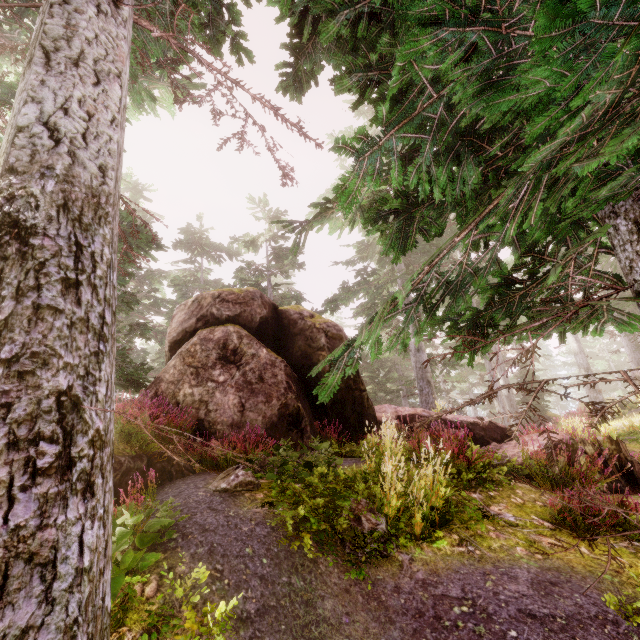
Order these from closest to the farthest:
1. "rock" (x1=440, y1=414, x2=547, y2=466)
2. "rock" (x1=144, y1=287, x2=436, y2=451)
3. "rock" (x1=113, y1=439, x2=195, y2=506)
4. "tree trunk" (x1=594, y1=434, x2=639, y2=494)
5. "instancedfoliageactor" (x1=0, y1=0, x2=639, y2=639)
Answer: "instancedfoliageactor" (x1=0, y1=0, x2=639, y2=639) < "rock" (x1=113, y1=439, x2=195, y2=506) < "rock" (x1=144, y1=287, x2=436, y2=451) < "tree trunk" (x1=594, y1=434, x2=639, y2=494) < "rock" (x1=440, y1=414, x2=547, y2=466)

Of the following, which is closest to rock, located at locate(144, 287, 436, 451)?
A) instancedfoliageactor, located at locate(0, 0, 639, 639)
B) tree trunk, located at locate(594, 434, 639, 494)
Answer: instancedfoliageactor, located at locate(0, 0, 639, 639)

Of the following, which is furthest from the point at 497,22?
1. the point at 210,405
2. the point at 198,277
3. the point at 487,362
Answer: the point at 198,277

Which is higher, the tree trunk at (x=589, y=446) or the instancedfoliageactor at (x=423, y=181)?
the instancedfoliageactor at (x=423, y=181)

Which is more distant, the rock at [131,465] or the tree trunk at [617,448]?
the tree trunk at [617,448]

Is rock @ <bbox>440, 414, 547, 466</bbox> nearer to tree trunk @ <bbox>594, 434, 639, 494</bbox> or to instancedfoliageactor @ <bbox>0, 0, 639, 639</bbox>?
instancedfoliageactor @ <bbox>0, 0, 639, 639</bbox>

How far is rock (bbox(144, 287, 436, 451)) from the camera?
7.5m
